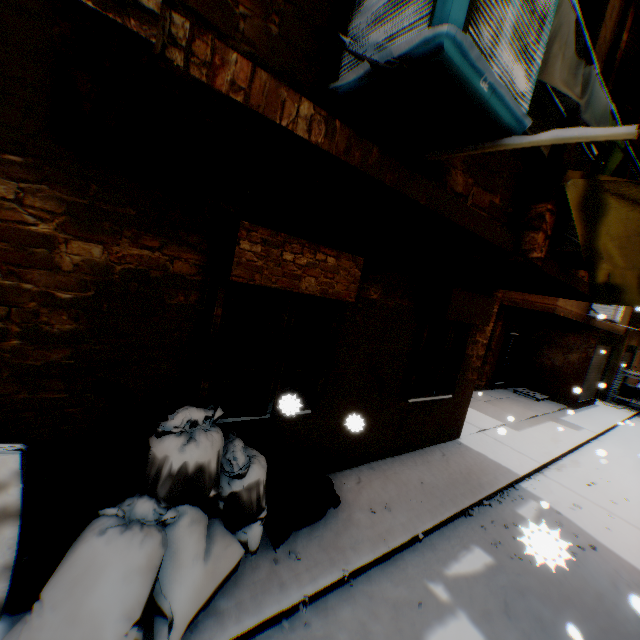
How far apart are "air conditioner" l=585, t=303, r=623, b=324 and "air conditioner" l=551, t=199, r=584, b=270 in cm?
757

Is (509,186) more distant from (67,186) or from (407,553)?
(407,553)

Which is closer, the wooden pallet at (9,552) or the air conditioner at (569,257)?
the wooden pallet at (9,552)

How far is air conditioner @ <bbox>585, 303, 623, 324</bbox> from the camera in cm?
998

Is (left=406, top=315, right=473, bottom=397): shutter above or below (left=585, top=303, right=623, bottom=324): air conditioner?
below

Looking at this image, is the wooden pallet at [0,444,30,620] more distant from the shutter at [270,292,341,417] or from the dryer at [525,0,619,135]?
the dryer at [525,0,619,135]

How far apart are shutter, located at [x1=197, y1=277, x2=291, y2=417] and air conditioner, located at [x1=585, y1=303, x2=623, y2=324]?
10.5 meters

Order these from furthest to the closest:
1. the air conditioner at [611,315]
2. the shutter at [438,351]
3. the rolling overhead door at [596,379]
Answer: the rolling overhead door at [596,379]
the air conditioner at [611,315]
the shutter at [438,351]
